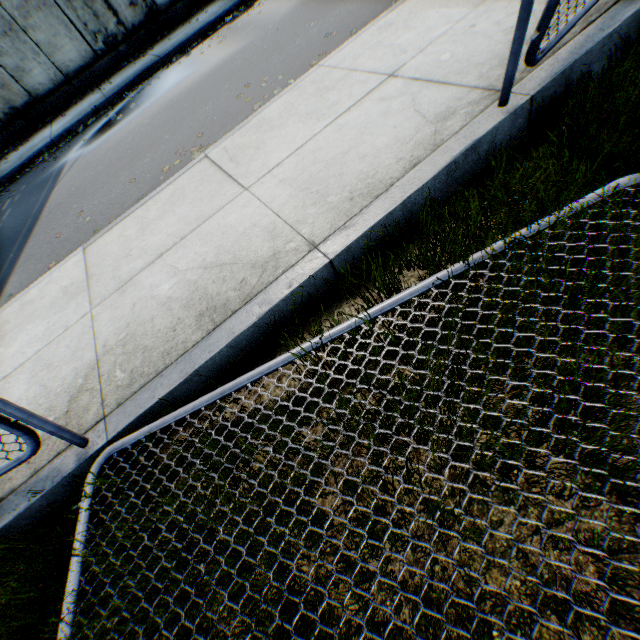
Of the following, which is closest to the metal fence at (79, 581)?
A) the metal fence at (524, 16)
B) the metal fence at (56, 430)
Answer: the metal fence at (56, 430)

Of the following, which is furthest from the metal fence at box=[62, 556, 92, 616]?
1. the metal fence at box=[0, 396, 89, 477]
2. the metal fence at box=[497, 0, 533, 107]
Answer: the metal fence at box=[497, 0, 533, 107]

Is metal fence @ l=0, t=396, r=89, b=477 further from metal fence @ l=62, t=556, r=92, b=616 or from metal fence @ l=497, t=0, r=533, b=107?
metal fence @ l=497, t=0, r=533, b=107

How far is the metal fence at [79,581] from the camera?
1.54m

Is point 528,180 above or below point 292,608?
above

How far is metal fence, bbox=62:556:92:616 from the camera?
1.5m
